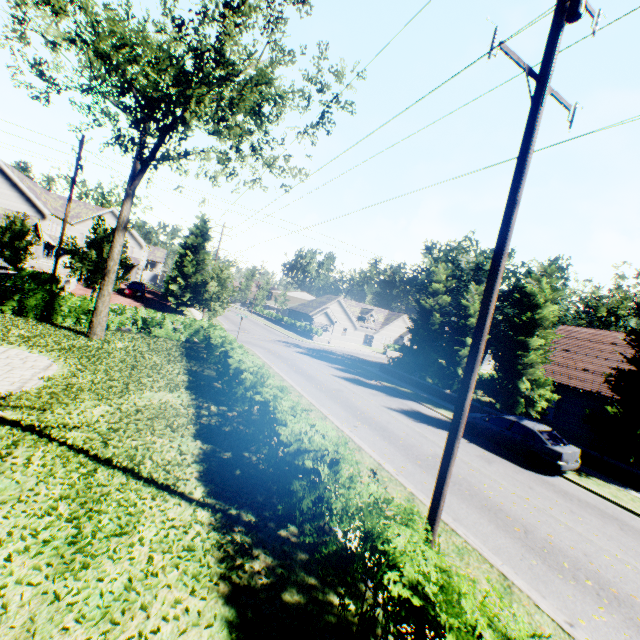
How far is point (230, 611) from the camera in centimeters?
448cm

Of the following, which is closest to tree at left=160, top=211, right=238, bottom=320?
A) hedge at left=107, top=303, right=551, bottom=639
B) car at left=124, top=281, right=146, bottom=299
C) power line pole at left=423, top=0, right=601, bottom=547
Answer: car at left=124, top=281, right=146, bottom=299

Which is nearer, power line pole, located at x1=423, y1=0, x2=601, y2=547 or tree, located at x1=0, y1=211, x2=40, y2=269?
power line pole, located at x1=423, y1=0, x2=601, y2=547

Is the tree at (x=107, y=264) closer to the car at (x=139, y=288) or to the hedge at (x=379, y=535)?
the car at (x=139, y=288)

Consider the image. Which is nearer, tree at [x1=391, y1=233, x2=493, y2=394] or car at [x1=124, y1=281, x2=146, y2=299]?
tree at [x1=391, y1=233, x2=493, y2=394]

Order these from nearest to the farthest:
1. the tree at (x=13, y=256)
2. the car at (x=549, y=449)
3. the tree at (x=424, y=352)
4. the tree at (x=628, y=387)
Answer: the car at (x=549, y=449) → the tree at (x=628, y=387) → the tree at (x=424, y=352) → the tree at (x=13, y=256)

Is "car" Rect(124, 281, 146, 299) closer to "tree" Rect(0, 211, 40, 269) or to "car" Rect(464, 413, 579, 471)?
"tree" Rect(0, 211, 40, 269)

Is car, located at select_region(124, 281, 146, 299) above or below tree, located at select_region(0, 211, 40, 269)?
below
